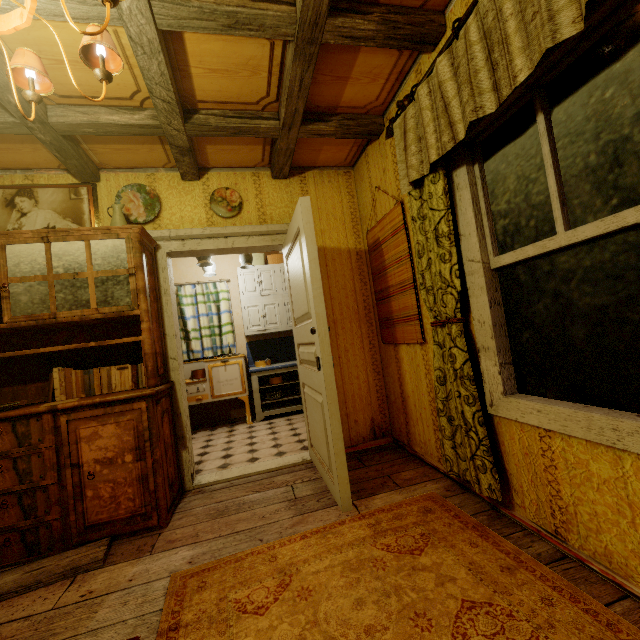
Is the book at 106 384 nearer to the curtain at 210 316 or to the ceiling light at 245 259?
the ceiling light at 245 259

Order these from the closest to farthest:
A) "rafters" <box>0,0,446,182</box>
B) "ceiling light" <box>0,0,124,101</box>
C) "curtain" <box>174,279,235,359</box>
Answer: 1. "ceiling light" <box>0,0,124,101</box>
2. "rafters" <box>0,0,446,182</box>
3. "curtain" <box>174,279,235,359</box>

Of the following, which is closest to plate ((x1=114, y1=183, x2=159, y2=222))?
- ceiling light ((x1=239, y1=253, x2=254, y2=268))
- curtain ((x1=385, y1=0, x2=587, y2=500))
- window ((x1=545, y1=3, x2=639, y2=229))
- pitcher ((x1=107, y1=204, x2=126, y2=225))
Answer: pitcher ((x1=107, y1=204, x2=126, y2=225))

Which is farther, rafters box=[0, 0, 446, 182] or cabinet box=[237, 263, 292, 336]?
cabinet box=[237, 263, 292, 336]

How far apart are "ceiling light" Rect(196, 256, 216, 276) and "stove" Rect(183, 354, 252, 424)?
1.3m

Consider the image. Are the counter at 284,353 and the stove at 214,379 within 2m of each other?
yes

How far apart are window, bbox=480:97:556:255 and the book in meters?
2.6

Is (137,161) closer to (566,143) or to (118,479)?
(118,479)
